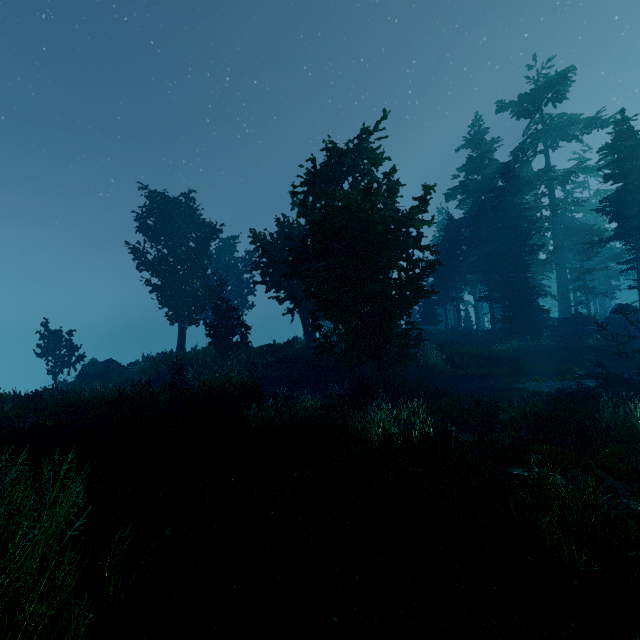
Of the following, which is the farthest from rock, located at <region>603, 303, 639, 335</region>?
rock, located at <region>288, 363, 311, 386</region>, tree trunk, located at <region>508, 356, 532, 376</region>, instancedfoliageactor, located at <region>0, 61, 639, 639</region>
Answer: rock, located at <region>288, 363, 311, 386</region>

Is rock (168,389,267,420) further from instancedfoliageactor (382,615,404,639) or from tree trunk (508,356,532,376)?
tree trunk (508,356,532,376)

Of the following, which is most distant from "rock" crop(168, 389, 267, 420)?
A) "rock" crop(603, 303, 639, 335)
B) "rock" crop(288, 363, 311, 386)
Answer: "rock" crop(603, 303, 639, 335)

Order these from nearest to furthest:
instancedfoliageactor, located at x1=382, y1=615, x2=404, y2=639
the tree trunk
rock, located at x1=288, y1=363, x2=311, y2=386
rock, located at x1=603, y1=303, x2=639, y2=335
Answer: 1. instancedfoliageactor, located at x1=382, y1=615, x2=404, y2=639
2. the tree trunk
3. rock, located at x1=288, y1=363, x2=311, y2=386
4. rock, located at x1=603, y1=303, x2=639, y2=335

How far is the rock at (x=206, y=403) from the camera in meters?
12.4

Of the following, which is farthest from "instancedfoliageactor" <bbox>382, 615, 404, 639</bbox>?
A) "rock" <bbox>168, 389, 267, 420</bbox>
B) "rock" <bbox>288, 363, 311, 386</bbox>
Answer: "rock" <bbox>288, 363, 311, 386</bbox>

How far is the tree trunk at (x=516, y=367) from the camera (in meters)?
20.30

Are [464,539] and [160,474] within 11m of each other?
yes
